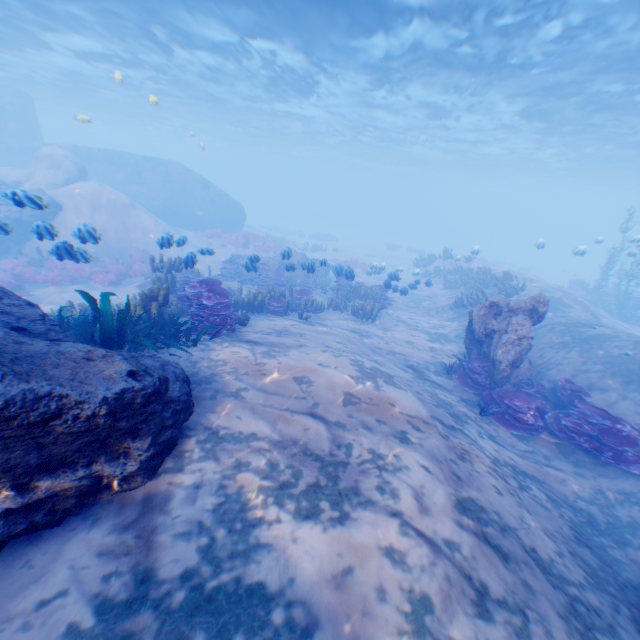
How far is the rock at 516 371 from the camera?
8.6 meters

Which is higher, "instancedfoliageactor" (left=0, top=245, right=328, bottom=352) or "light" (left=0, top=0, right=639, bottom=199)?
"light" (left=0, top=0, right=639, bottom=199)

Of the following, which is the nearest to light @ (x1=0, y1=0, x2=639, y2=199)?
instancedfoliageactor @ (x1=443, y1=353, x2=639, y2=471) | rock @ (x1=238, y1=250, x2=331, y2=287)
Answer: rock @ (x1=238, y1=250, x2=331, y2=287)

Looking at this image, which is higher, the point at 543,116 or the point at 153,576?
the point at 543,116

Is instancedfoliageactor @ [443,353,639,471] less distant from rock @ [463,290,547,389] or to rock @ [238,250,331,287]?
rock @ [463,290,547,389]

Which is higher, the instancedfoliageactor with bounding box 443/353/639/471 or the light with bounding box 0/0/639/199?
the light with bounding box 0/0/639/199

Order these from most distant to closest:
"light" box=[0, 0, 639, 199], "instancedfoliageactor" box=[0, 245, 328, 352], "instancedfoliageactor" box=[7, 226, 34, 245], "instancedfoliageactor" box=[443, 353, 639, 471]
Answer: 1. "instancedfoliageactor" box=[7, 226, 34, 245]
2. "light" box=[0, 0, 639, 199]
3. "instancedfoliageactor" box=[443, 353, 639, 471]
4. "instancedfoliageactor" box=[0, 245, 328, 352]

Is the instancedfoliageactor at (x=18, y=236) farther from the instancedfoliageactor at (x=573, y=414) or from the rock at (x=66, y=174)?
the instancedfoliageactor at (x=573, y=414)
